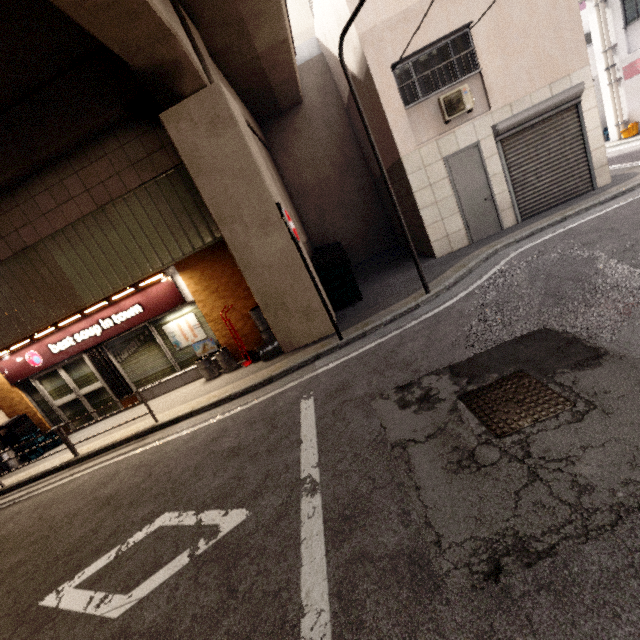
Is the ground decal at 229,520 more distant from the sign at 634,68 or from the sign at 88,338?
the sign at 634,68

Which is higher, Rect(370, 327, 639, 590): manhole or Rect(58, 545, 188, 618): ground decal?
Rect(370, 327, 639, 590): manhole

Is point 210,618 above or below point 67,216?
below

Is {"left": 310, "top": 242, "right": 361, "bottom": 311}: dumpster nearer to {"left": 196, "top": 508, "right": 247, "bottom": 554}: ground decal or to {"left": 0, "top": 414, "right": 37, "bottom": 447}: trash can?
{"left": 196, "top": 508, "right": 247, "bottom": 554}: ground decal

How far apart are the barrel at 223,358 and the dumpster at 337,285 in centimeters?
292cm

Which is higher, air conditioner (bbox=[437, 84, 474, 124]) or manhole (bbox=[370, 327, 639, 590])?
air conditioner (bbox=[437, 84, 474, 124])

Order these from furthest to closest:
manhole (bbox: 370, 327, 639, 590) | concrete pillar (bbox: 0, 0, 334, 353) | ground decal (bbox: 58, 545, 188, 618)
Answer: concrete pillar (bbox: 0, 0, 334, 353), ground decal (bbox: 58, 545, 188, 618), manhole (bbox: 370, 327, 639, 590)

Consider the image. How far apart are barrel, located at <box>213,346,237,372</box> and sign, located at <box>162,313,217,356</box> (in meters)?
0.33
